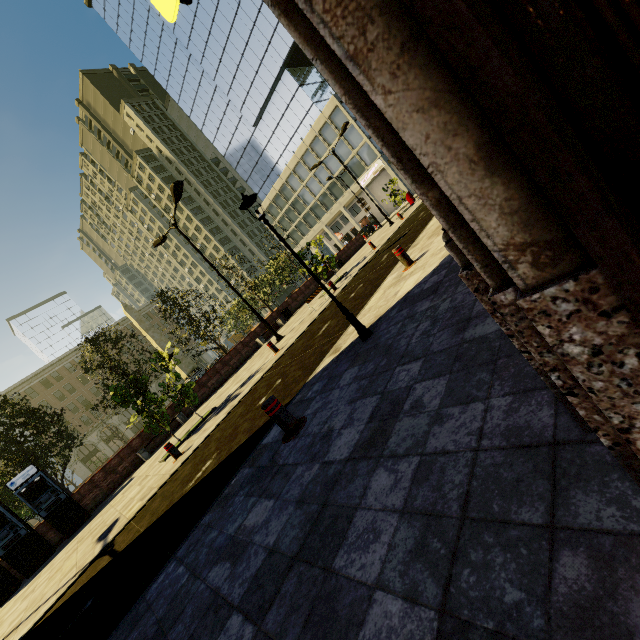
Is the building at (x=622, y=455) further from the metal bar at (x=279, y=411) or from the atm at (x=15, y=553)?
the atm at (x=15, y=553)

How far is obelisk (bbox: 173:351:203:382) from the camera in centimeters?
3328cm

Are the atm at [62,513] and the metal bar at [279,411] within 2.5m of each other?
no

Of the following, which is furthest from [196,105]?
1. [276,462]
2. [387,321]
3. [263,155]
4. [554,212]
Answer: [554,212]

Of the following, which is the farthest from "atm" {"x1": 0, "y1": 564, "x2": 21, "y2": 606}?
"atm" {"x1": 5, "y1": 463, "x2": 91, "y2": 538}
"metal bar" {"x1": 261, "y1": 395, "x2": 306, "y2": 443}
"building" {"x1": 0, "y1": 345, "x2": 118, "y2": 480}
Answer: "building" {"x1": 0, "y1": 345, "x2": 118, "y2": 480}

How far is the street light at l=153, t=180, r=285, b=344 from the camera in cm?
1346

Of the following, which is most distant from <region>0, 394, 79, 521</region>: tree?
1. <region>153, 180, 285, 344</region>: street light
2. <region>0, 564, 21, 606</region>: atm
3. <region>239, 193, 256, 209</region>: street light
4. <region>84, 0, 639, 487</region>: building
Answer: <region>84, 0, 639, 487</region>: building

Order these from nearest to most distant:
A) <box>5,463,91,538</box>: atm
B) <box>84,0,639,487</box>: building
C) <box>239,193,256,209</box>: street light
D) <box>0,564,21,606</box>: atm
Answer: <box>84,0,639,487</box>: building
<box>239,193,256,209</box>: street light
<box>0,564,21,606</box>: atm
<box>5,463,91,538</box>: atm
